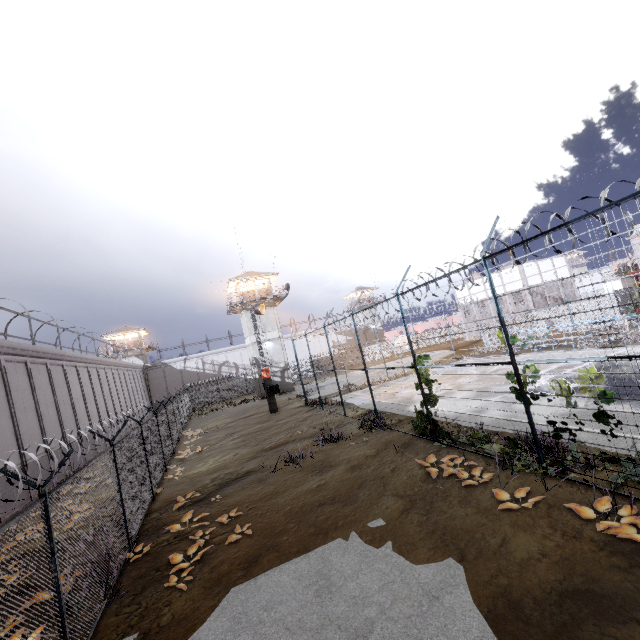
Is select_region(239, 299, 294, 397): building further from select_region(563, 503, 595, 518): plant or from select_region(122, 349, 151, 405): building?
select_region(563, 503, 595, 518): plant

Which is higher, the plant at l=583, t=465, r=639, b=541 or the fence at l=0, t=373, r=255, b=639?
the fence at l=0, t=373, r=255, b=639

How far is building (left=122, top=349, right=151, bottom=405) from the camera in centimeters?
5072cm

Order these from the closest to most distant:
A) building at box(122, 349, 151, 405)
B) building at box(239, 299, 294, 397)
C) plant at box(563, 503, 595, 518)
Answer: plant at box(563, 503, 595, 518) < building at box(239, 299, 294, 397) < building at box(122, 349, 151, 405)

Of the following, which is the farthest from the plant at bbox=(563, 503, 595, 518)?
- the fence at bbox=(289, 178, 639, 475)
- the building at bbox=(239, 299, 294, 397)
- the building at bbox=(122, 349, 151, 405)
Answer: the building at bbox=(122, 349, 151, 405)

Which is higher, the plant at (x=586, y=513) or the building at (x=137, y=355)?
the building at (x=137, y=355)

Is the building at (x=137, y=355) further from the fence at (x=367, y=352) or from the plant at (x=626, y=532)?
the plant at (x=626, y=532)

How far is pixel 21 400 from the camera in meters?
17.0
